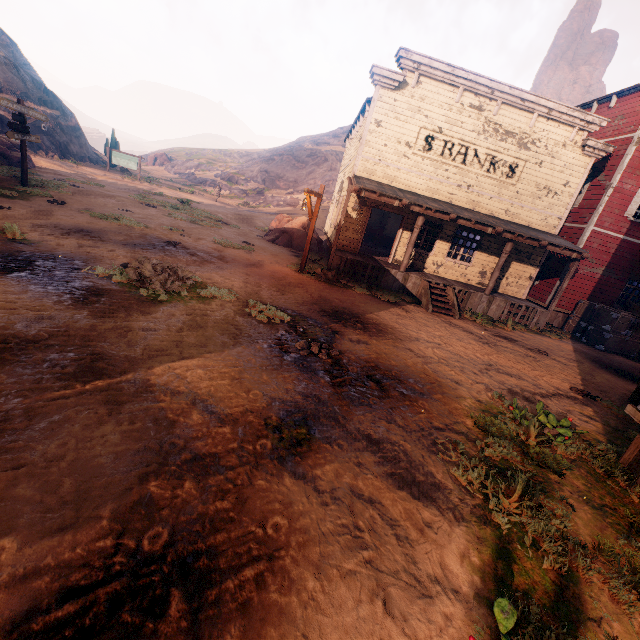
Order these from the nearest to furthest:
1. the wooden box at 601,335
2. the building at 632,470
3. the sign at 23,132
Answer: the building at 632,470, the sign at 23,132, the wooden box at 601,335

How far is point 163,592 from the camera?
2.2m

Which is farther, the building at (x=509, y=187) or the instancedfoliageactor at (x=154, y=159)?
the instancedfoliageactor at (x=154, y=159)

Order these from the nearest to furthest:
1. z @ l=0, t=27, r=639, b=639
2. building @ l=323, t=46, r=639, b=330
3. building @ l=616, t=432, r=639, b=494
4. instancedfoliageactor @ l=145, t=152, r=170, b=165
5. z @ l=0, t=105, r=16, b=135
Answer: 1. z @ l=0, t=27, r=639, b=639
2. building @ l=616, t=432, r=639, b=494
3. building @ l=323, t=46, r=639, b=330
4. z @ l=0, t=105, r=16, b=135
5. instancedfoliageactor @ l=145, t=152, r=170, b=165

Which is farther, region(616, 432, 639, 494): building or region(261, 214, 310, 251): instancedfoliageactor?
region(261, 214, 310, 251): instancedfoliageactor

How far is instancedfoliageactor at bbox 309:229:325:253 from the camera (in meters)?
18.12

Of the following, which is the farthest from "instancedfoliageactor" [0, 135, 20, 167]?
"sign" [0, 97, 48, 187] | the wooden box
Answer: the wooden box

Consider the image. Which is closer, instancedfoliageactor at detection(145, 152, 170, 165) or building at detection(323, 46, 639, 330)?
building at detection(323, 46, 639, 330)
